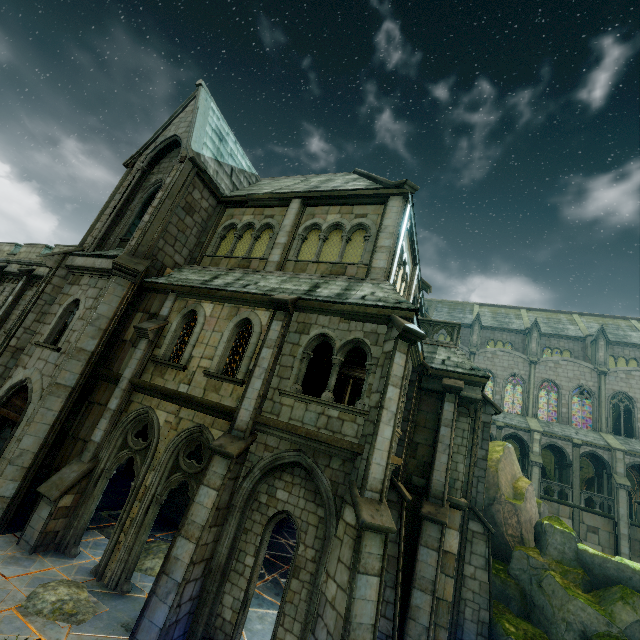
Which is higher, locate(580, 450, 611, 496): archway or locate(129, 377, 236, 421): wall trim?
locate(580, 450, 611, 496): archway

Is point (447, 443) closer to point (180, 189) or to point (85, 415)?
point (85, 415)

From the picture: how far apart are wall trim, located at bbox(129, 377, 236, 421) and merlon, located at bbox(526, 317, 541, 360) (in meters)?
36.74

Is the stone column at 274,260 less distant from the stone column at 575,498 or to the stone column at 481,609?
the stone column at 481,609

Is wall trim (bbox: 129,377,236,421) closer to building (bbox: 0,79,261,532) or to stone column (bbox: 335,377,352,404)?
building (bbox: 0,79,261,532)

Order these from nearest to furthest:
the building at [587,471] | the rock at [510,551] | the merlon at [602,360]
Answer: the rock at [510,551]
the building at [587,471]
the merlon at [602,360]

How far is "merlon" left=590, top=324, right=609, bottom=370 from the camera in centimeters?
3306cm

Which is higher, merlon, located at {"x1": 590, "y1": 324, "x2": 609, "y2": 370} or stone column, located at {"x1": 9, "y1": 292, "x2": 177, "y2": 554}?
merlon, located at {"x1": 590, "y1": 324, "x2": 609, "y2": 370}
